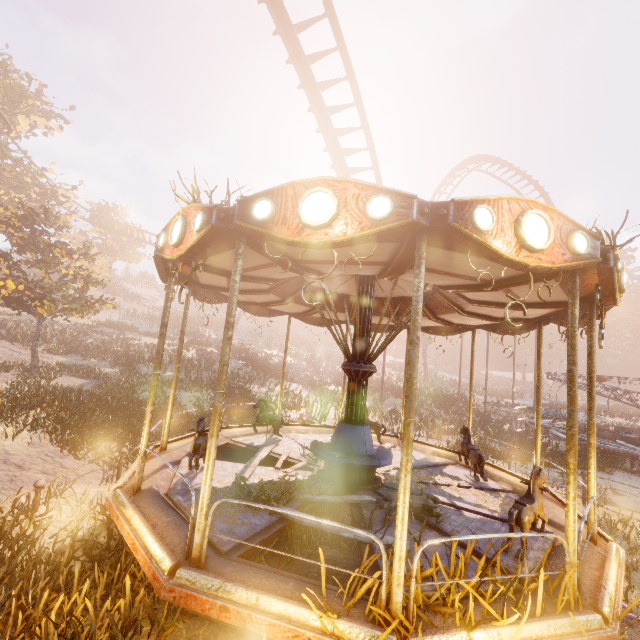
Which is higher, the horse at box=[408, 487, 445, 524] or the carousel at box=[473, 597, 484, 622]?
the horse at box=[408, 487, 445, 524]

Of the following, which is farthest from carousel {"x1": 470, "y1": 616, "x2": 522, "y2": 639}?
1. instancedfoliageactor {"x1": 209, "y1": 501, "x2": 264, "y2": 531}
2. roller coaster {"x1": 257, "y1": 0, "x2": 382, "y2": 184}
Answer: roller coaster {"x1": 257, "y1": 0, "x2": 382, "y2": 184}

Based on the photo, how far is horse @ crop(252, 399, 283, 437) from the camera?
Answer: 8.06m

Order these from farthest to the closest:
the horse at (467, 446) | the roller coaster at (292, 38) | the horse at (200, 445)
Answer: the roller coaster at (292, 38), the horse at (467, 446), the horse at (200, 445)

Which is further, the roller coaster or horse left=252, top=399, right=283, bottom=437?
the roller coaster

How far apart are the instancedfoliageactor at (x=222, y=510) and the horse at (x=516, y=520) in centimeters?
238cm

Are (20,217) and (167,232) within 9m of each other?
no

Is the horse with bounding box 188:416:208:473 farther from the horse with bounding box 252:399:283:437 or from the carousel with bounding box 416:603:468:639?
the horse with bounding box 252:399:283:437
